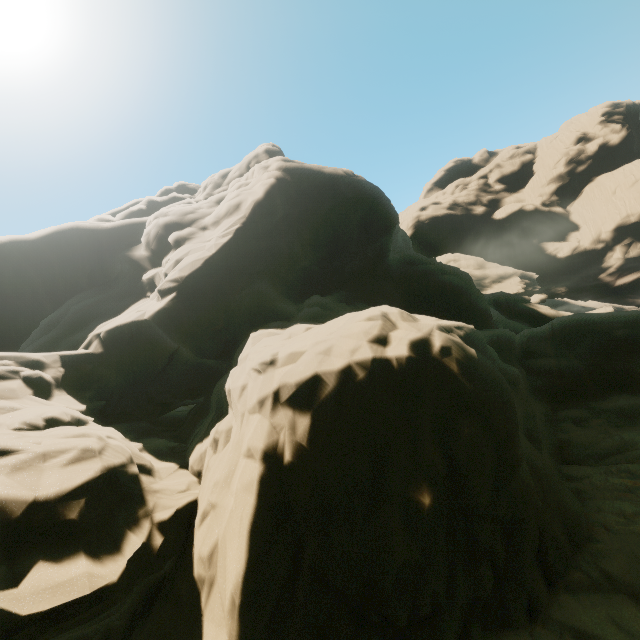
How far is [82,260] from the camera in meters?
25.5
